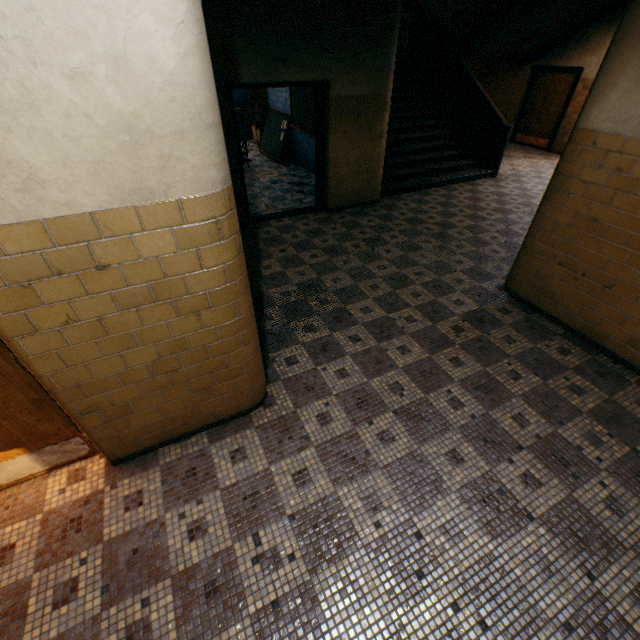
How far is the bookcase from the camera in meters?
10.2

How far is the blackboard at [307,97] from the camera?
7.96m

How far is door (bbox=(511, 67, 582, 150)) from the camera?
9.8m

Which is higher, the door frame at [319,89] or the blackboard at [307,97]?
the door frame at [319,89]

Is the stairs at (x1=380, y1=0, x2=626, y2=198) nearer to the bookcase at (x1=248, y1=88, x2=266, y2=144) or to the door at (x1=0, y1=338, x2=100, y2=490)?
the bookcase at (x1=248, y1=88, x2=266, y2=144)

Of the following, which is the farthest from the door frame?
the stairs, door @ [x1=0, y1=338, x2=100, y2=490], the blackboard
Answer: door @ [x1=0, y1=338, x2=100, y2=490]

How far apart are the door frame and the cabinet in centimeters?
729cm

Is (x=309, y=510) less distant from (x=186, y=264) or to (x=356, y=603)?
(x=356, y=603)
